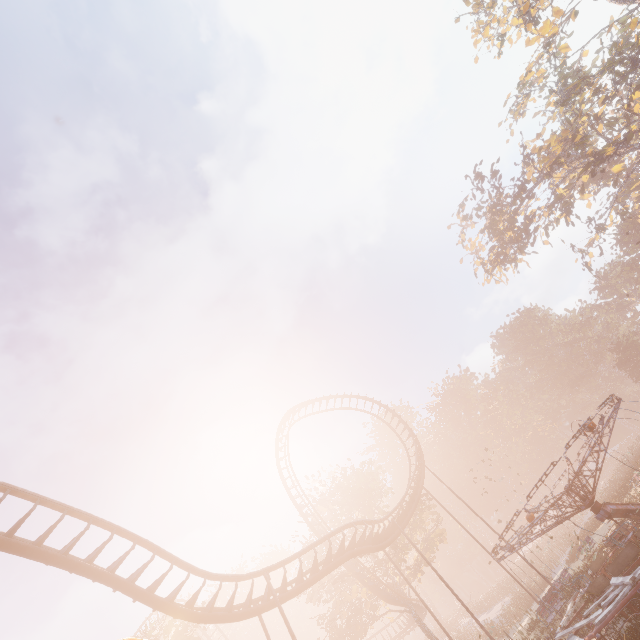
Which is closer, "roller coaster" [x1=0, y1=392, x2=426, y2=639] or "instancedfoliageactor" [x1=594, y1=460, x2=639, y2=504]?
"roller coaster" [x1=0, y1=392, x2=426, y2=639]

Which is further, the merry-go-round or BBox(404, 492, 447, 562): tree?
BBox(404, 492, 447, 562): tree

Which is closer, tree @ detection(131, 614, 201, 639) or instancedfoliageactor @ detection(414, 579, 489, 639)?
tree @ detection(131, 614, 201, 639)

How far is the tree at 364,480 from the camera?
32.97m

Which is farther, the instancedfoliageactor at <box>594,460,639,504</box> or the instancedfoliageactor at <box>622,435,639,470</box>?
the instancedfoliageactor at <box>622,435,639,470</box>

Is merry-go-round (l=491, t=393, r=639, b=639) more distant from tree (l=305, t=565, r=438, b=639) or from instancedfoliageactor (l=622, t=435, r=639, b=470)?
tree (l=305, t=565, r=438, b=639)

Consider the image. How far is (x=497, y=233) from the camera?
35.3 meters
